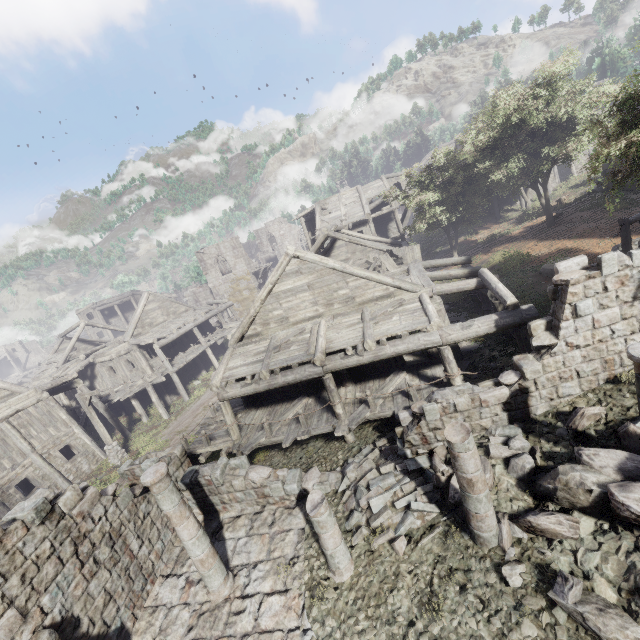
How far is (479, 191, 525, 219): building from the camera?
30.23m

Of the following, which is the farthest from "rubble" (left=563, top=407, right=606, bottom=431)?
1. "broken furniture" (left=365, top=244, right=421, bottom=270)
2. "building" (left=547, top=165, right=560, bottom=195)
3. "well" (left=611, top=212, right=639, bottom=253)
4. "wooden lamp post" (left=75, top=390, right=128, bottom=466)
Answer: "wooden lamp post" (left=75, top=390, right=128, bottom=466)

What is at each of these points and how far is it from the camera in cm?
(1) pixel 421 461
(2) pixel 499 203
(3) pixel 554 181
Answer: (1) rubble, 898
(2) building, 3238
(3) building, 3125

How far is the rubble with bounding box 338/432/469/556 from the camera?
7.82m

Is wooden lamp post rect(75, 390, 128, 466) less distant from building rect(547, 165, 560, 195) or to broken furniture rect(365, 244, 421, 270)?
building rect(547, 165, 560, 195)

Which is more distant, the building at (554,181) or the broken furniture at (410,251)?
the building at (554,181)

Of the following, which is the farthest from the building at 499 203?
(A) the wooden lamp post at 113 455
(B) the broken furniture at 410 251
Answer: (A) the wooden lamp post at 113 455

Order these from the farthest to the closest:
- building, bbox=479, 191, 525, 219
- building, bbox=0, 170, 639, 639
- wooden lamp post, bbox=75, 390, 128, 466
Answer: building, bbox=479, 191, 525, 219, wooden lamp post, bbox=75, 390, 128, 466, building, bbox=0, 170, 639, 639
